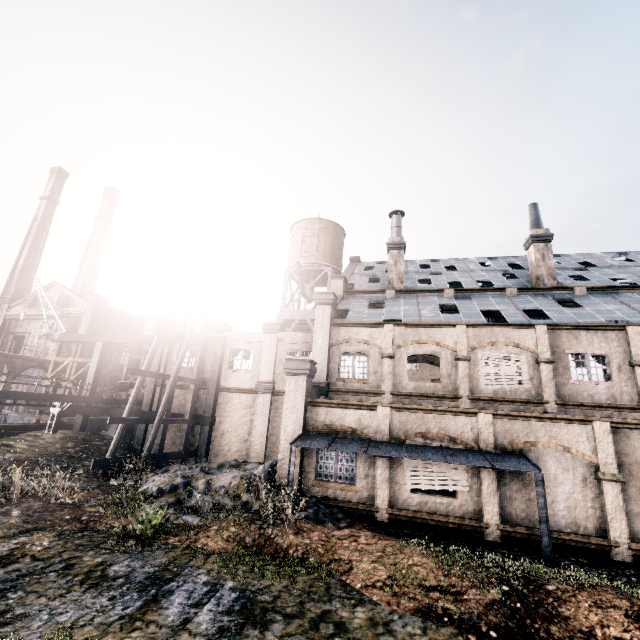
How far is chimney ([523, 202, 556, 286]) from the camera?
24.6m

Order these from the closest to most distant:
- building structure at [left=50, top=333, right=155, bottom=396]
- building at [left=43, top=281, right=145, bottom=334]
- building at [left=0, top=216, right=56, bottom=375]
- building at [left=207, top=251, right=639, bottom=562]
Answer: building at [left=207, top=251, right=639, bottom=562] → building structure at [left=50, top=333, right=155, bottom=396] → building at [left=0, top=216, right=56, bottom=375] → building at [left=43, top=281, right=145, bottom=334]

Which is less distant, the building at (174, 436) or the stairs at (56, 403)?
the stairs at (56, 403)

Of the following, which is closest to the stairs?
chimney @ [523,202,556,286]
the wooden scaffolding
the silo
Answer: the wooden scaffolding

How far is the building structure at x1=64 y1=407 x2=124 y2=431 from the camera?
25.4m

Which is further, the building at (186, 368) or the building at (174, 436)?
the building at (186, 368)

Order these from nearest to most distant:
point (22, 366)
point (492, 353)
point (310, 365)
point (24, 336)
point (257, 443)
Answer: point (310, 365) < point (492, 353) < point (257, 443) < point (22, 366) < point (24, 336)

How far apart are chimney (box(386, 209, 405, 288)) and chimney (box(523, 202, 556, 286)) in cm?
947
